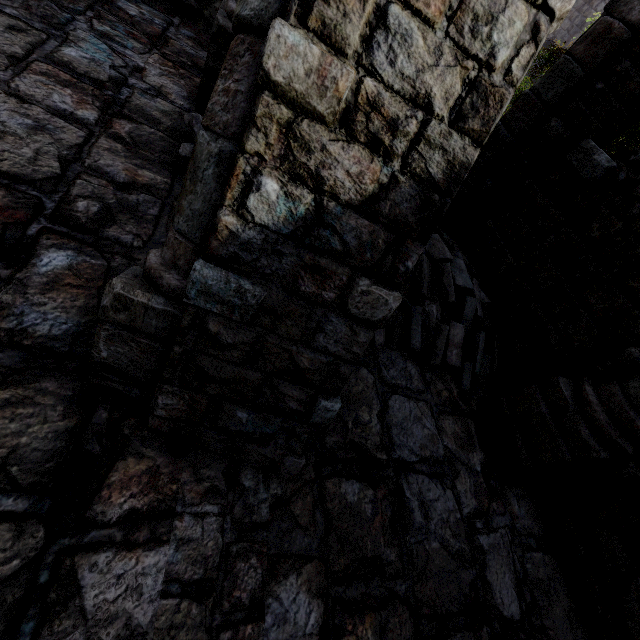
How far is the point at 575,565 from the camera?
4.11m

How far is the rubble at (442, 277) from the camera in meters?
4.7

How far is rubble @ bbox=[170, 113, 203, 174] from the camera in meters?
4.1

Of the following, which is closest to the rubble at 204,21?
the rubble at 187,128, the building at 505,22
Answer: the building at 505,22

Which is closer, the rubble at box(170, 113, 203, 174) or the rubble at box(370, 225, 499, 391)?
the rubble at box(170, 113, 203, 174)

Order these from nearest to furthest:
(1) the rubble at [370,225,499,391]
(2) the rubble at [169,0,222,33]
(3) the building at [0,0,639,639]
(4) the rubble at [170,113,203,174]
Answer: (3) the building at [0,0,639,639] < (4) the rubble at [170,113,203,174] < (1) the rubble at [370,225,499,391] < (2) the rubble at [169,0,222,33]

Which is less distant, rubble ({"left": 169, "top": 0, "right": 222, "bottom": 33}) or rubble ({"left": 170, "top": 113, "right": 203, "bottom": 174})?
rubble ({"left": 170, "top": 113, "right": 203, "bottom": 174})
